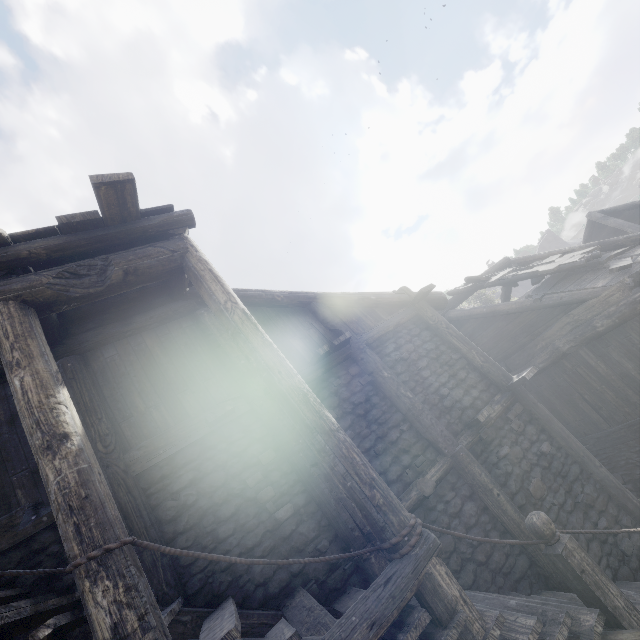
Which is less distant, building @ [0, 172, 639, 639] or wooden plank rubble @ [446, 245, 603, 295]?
building @ [0, 172, 639, 639]

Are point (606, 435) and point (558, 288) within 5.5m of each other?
yes

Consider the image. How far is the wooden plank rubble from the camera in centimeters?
911cm

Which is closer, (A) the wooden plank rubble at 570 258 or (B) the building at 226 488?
(B) the building at 226 488

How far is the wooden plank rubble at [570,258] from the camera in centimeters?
911cm
